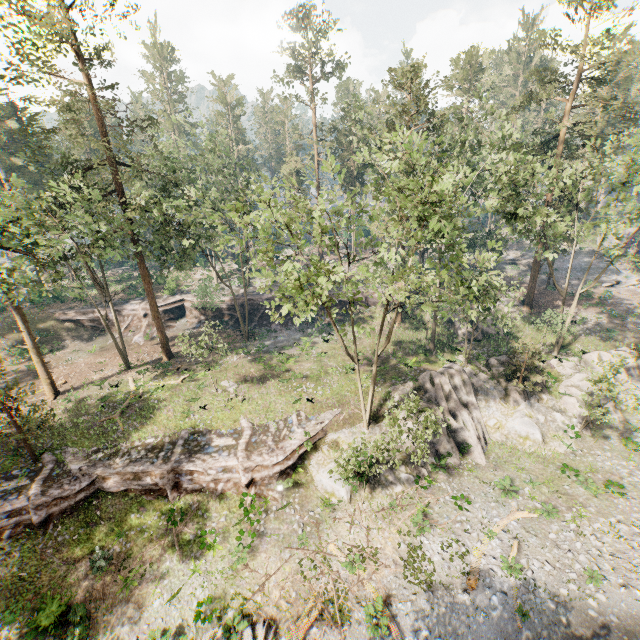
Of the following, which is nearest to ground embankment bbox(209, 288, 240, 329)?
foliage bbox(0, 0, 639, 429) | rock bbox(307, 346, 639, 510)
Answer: foliage bbox(0, 0, 639, 429)

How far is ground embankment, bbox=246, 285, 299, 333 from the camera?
40.59m

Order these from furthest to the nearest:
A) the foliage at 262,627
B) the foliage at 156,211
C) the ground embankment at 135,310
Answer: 1. the ground embankment at 135,310
2. the foliage at 156,211
3. the foliage at 262,627

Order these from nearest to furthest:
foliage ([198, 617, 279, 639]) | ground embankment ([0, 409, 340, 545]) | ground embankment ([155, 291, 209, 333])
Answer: foliage ([198, 617, 279, 639]) < ground embankment ([0, 409, 340, 545]) < ground embankment ([155, 291, 209, 333])

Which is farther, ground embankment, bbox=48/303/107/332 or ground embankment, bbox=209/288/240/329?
ground embankment, bbox=209/288/240/329

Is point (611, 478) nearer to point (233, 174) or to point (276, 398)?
point (276, 398)

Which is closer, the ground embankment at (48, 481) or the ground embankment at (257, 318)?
the ground embankment at (48, 481)
